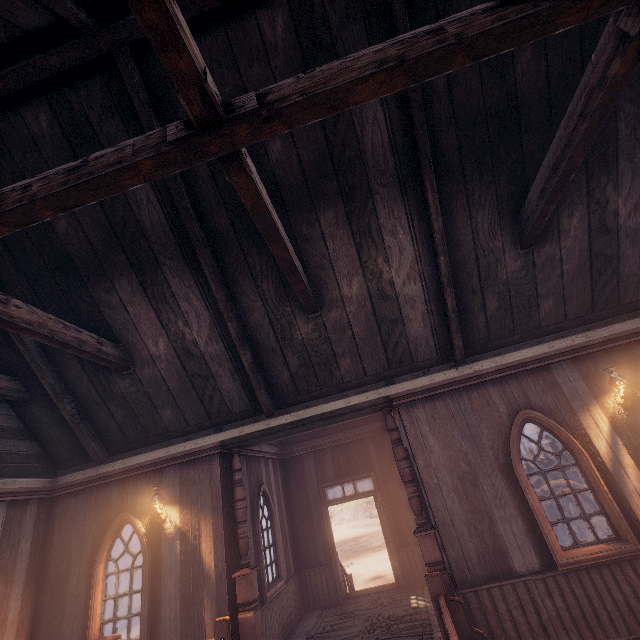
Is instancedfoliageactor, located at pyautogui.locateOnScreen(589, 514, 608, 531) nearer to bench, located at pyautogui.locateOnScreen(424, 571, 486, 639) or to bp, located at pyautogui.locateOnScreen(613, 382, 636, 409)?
bp, located at pyautogui.locateOnScreen(613, 382, 636, 409)

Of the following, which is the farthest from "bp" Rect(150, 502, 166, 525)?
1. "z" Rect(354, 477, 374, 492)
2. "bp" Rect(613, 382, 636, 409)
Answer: "bp" Rect(613, 382, 636, 409)

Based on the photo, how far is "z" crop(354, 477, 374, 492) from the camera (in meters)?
35.69

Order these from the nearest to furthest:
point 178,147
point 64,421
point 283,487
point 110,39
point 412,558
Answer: point 178,147 < point 110,39 < point 64,421 < point 412,558 < point 283,487

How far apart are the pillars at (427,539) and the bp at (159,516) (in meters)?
4.65

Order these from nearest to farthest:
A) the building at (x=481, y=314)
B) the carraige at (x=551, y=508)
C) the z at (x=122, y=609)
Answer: the building at (x=481, y=314) → the carraige at (x=551, y=508) → the z at (x=122, y=609)

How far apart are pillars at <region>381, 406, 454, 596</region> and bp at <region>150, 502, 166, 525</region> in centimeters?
465cm

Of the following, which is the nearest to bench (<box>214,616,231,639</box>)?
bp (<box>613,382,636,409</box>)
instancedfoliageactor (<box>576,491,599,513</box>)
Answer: bp (<box>613,382,636,409</box>)
